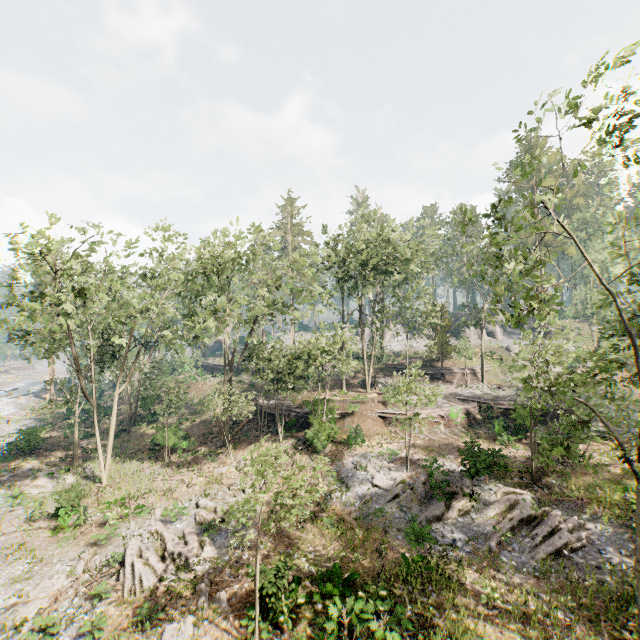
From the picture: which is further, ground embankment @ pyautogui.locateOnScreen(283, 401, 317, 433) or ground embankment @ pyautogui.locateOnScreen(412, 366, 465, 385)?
ground embankment @ pyautogui.locateOnScreen(412, 366, 465, 385)

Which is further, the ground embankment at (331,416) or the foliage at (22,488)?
the ground embankment at (331,416)

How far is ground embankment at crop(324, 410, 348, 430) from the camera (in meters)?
25.62

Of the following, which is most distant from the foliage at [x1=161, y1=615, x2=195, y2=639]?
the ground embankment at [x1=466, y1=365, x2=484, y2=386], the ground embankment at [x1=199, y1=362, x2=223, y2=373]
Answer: the ground embankment at [x1=199, y1=362, x2=223, y2=373]

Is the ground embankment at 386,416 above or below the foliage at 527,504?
above

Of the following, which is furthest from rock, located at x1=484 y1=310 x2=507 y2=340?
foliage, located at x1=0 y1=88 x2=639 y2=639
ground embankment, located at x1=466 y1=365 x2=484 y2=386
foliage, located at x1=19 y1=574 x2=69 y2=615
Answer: foliage, located at x1=19 y1=574 x2=69 y2=615

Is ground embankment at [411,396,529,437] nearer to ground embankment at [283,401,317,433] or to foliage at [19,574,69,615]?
ground embankment at [283,401,317,433]

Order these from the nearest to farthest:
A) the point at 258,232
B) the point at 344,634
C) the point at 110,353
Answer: the point at 344,634
the point at 258,232
the point at 110,353
